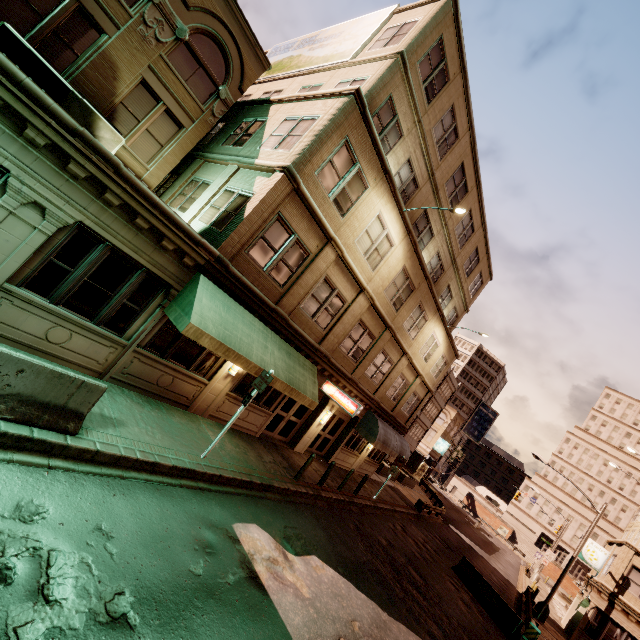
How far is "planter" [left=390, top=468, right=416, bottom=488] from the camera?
31.90m

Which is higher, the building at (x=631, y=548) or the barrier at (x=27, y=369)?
the building at (x=631, y=548)

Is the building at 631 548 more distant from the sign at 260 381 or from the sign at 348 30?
the sign at 348 30

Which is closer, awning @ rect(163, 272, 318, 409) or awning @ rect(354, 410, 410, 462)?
awning @ rect(163, 272, 318, 409)

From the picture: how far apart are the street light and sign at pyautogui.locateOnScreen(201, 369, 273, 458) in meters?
26.9

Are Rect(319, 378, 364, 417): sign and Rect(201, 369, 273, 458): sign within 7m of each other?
yes

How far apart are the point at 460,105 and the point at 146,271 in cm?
1616

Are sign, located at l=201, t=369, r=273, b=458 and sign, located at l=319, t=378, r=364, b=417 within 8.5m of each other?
yes
